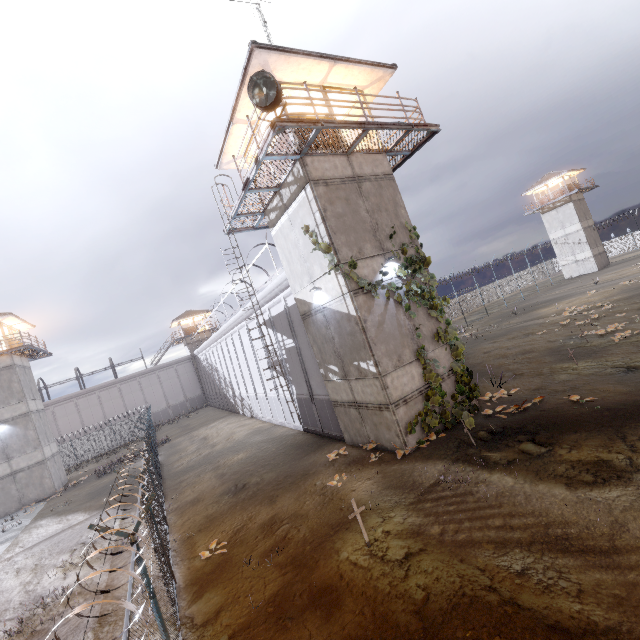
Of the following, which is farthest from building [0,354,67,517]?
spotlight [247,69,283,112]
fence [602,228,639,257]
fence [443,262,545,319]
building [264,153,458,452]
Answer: fence [443,262,545,319]

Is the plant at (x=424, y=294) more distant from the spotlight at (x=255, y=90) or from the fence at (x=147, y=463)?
the fence at (x=147, y=463)

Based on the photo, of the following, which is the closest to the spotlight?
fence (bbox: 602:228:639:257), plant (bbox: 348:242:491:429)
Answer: plant (bbox: 348:242:491:429)

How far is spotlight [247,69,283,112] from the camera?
8.62m

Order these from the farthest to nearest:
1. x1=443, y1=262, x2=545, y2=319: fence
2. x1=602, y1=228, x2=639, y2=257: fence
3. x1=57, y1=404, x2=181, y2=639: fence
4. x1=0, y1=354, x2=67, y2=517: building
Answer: x1=602, y1=228, x2=639, y2=257: fence
x1=443, y1=262, x2=545, y2=319: fence
x1=0, y1=354, x2=67, y2=517: building
x1=57, y1=404, x2=181, y2=639: fence

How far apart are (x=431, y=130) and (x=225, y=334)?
22.79m

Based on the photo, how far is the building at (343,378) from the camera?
10.9 meters

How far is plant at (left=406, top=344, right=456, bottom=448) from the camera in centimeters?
1081cm
